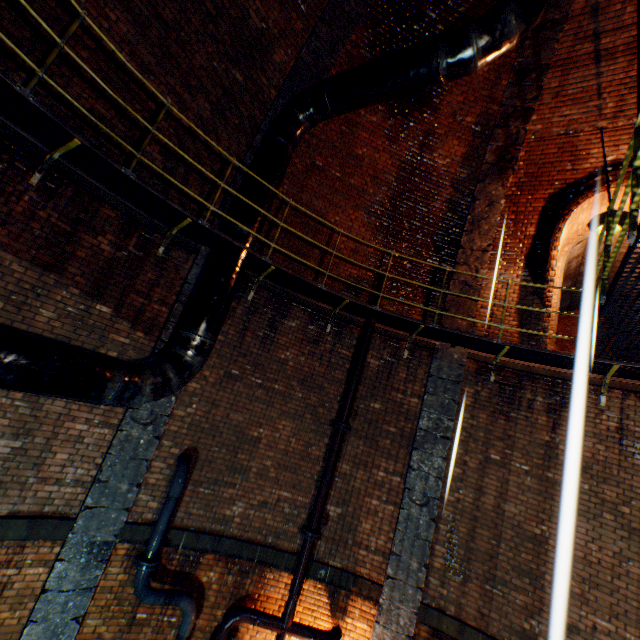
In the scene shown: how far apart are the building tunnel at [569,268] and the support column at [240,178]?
6.8m

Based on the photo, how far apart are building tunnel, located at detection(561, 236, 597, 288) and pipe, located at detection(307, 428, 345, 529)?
6.63m

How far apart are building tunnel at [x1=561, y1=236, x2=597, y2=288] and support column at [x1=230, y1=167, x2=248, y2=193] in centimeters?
676cm

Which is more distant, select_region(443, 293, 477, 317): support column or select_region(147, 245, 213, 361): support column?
select_region(443, 293, 477, 317): support column

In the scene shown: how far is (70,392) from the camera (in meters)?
3.75

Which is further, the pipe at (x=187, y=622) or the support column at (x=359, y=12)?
the support column at (x=359, y=12)

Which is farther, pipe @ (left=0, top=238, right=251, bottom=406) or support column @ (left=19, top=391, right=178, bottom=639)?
support column @ (left=19, top=391, right=178, bottom=639)

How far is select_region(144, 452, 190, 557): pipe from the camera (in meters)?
5.17
